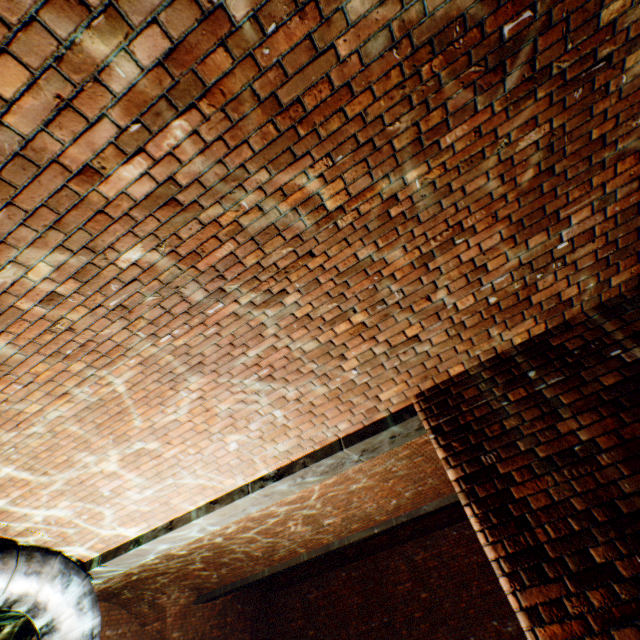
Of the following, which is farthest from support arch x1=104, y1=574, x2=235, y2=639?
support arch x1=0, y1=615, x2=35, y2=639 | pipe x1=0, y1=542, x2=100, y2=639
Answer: pipe x1=0, y1=542, x2=100, y2=639

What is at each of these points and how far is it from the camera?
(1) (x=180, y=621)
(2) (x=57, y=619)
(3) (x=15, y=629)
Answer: (1) support arch, 8.32m
(2) pipe, 3.79m
(3) support arch, 5.68m

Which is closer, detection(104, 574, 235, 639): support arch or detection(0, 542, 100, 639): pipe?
detection(0, 542, 100, 639): pipe

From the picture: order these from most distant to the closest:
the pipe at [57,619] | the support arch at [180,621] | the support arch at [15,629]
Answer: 1. the support arch at [180,621]
2. the support arch at [15,629]
3. the pipe at [57,619]

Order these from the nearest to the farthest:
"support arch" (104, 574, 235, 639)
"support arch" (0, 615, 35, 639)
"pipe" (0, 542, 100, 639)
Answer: "pipe" (0, 542, 100, 639), "support arch" (0, 615, 35, 639), "support arch" (104, 574, 235, 639)

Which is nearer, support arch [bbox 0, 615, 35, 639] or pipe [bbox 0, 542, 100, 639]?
pipe [bbox 0, 542, 100, 639]

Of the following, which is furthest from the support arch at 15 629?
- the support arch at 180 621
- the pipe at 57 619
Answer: the pipe at 57 619
